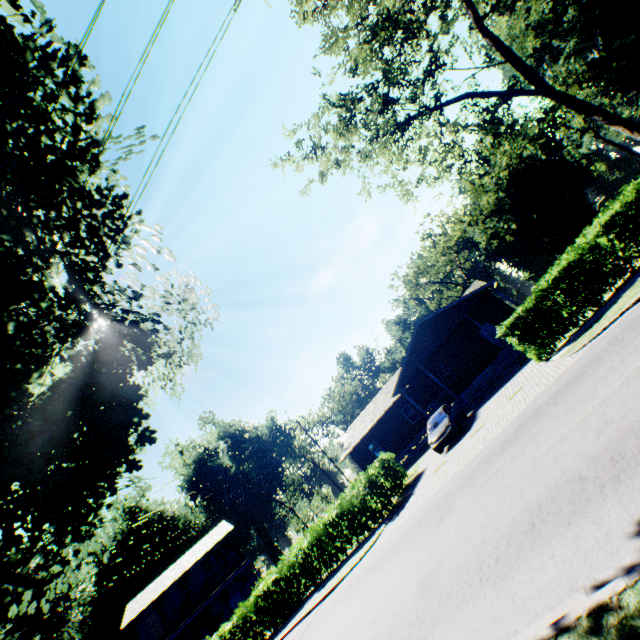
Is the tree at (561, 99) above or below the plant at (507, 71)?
below

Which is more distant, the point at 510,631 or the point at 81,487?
the point at 81,487

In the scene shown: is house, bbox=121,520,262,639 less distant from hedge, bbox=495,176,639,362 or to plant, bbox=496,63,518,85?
plant, bbox=496,63,518,85

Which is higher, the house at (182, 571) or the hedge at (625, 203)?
the house at (182, 571)

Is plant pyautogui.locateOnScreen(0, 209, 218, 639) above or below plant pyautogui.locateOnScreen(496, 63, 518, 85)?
below

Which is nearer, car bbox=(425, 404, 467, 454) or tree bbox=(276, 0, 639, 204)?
tree bbox=(276, 0, 639, 204)

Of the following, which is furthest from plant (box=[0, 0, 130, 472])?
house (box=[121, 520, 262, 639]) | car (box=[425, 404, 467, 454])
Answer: house (box=[121, 520, 262, 639])

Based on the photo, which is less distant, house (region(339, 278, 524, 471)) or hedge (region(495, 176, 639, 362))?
hedge (region(495, 176, 639, 362))
